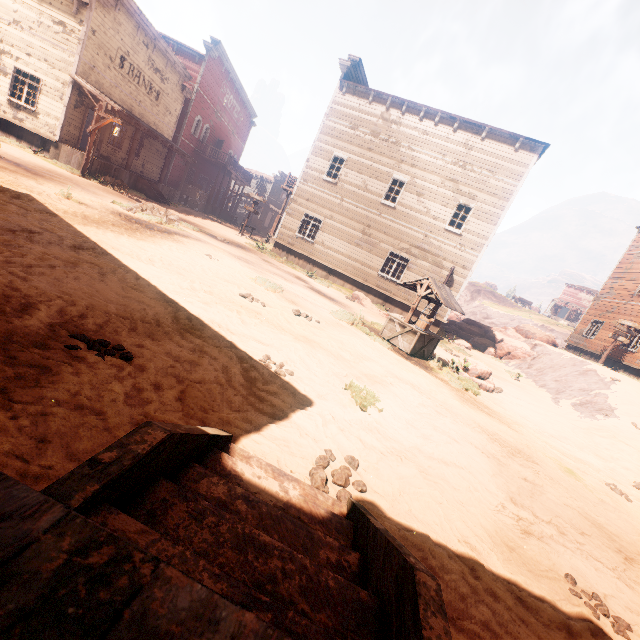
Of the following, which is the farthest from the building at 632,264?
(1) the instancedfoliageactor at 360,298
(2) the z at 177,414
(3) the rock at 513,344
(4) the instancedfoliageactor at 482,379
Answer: (4) the instancedfoliageactor at 482,379

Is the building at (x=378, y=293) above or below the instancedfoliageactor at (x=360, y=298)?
above

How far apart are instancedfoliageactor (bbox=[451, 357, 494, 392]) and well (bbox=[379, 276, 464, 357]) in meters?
→ 0.8 m

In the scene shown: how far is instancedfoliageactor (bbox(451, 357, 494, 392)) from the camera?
9.87m

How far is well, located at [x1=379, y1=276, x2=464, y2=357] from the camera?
9.55m

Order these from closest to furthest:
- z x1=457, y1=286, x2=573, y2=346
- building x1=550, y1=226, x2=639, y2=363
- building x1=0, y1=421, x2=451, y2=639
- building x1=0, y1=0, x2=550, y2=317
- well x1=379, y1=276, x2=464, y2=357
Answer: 1. building x1=0, y1=421, x2=451, y2=639
2. well x1=379, y1=276, x2=464, y2=357
3. building x1=0, y1=0, x2=550, y2=317
4. building x1=550, y1=226, x2=639, y2=363
5. z x1=457, y1=286, x2=573, y2=346

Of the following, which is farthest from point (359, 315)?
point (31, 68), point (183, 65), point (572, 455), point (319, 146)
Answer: point (183, 65)

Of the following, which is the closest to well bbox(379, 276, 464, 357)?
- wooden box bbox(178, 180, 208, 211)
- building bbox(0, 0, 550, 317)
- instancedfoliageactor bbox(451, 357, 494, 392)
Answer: instancedfoliageactor bbox(451, 357, 494, 392)
